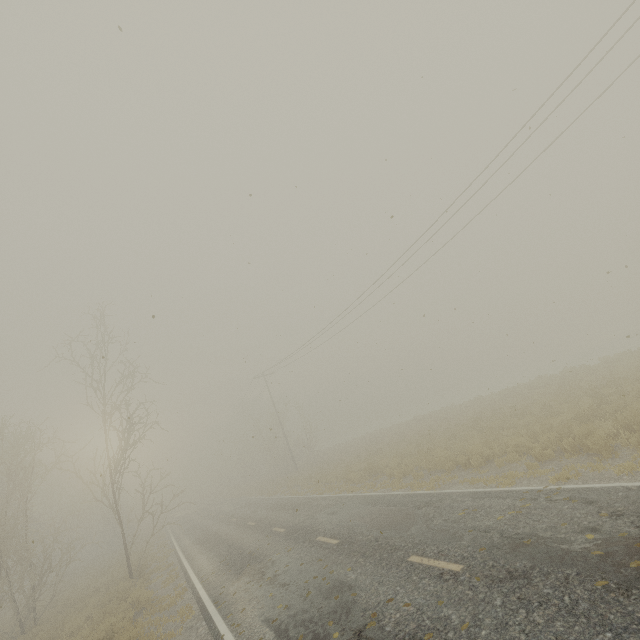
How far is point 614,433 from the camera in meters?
9.7
